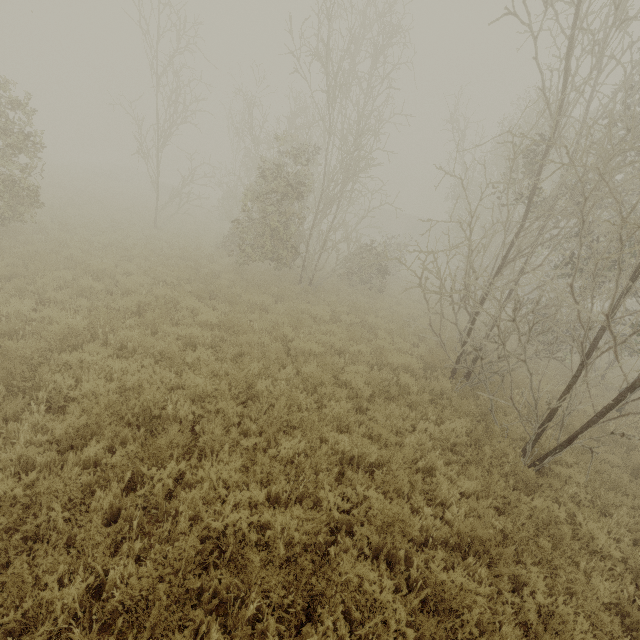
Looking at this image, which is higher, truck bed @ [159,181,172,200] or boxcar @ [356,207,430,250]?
boxcar @ [356,207,430,250]

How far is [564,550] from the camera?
4.79m

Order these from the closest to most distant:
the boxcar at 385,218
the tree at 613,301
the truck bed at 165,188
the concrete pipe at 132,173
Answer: the tree at 613,301
the truck bed at 165,188
the concrete pipe at 132,173
the boxcar at 385,218

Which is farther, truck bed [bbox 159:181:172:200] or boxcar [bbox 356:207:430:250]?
A: boxcar [bbox 356:207:430:250]

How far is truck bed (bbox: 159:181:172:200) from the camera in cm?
3267

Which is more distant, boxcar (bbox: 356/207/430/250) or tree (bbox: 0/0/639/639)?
boxcar (bbox: 356/207/430/250)

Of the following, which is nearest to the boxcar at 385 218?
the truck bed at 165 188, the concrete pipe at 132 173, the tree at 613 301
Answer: the truck bed at 165 188

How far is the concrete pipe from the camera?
38.72m
